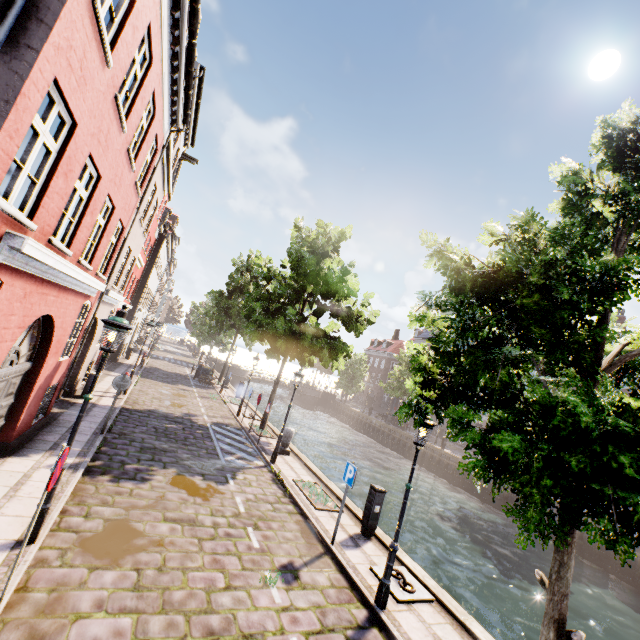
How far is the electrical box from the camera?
8.8 meters

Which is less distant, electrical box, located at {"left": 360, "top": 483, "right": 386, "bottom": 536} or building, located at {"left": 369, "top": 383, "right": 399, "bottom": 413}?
electrical box, located at {"left": 360, "top": 483, "right": 386, "bottom": 536}

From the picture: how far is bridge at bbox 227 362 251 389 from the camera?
45.34m

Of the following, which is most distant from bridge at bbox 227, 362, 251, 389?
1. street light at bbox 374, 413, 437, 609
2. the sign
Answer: street light at bbox 374, 413, 437, 609

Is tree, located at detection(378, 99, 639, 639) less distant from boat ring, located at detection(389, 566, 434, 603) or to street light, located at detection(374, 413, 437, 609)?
street light, located at detection(374, 413, 437, 609)

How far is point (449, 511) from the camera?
21.1 meters

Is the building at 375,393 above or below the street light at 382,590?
above

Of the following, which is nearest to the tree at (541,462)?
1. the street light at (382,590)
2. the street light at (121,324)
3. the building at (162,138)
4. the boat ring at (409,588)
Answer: the street light at (382,590)
